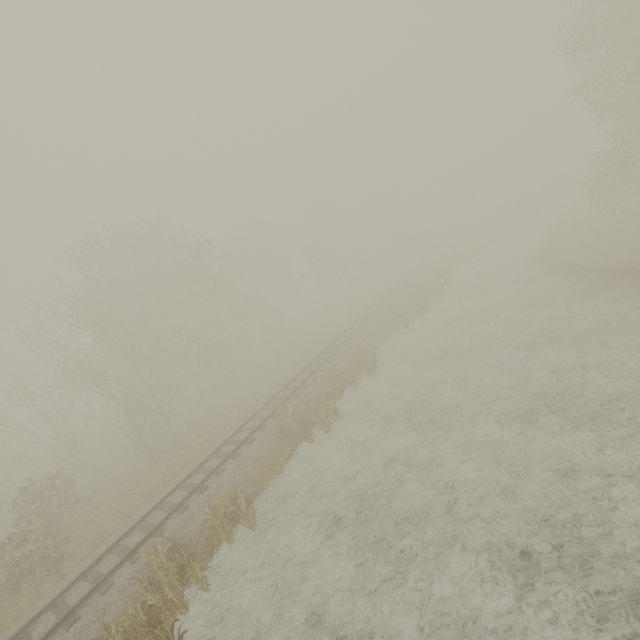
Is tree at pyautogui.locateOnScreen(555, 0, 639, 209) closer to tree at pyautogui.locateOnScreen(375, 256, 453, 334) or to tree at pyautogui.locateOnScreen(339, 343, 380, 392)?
tree at pyautogui.locateOnScreen(375, 256, 453, 334)

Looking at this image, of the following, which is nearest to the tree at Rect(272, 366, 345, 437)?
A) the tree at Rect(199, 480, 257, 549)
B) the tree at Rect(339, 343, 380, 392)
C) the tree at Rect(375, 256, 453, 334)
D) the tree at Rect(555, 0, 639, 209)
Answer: the tree at Rect(339, 343, 380, 392)

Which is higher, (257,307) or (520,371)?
(257,307)

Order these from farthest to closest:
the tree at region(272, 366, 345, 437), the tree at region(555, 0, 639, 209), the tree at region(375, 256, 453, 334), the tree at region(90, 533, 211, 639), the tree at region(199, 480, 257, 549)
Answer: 1. the tree at region(375, 256, 453, 334)
2. the tree at region(555, 0, 639, 209)
3. the tree at region(272, 366, 345, 437)
4. the tree at region(199, 480, 257, 549)
5. the tree at region(90, 533, 211, 639)

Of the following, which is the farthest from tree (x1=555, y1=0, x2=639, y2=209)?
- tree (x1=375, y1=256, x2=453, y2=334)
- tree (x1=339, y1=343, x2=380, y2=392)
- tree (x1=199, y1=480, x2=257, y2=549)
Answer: tree (x1=199, y1=480, x2=257, y2=549)

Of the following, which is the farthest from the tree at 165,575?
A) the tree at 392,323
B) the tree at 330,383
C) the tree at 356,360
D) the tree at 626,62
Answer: the tree at 626,62

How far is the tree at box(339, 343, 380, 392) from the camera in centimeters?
1775cm
